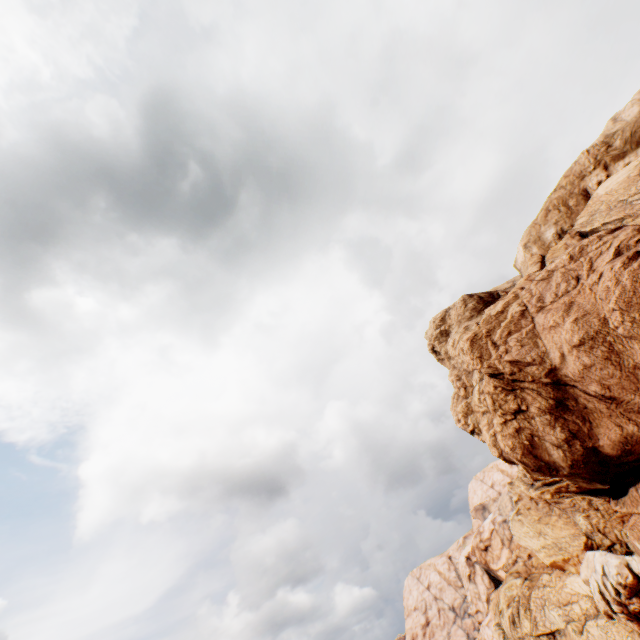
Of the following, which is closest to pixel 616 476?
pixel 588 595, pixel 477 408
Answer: pixel 477 408
